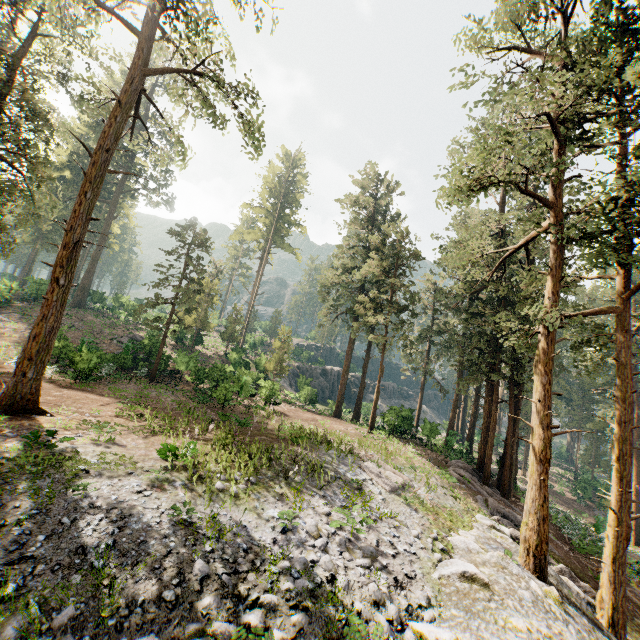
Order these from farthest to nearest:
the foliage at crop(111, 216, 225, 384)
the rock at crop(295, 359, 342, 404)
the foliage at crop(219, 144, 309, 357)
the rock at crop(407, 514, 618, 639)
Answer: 1. the foliage at crop(219, 144, 309, 357)
2. the rock at crop(295, 359, 342, 404)
3. the foliage at crop(111, 216, 225, 384)
4. the rock at crop(407, 514, 618, 639)

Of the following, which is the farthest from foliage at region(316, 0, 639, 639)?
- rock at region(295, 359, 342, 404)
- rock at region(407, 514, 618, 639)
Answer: rock at region(295, 359, 342, 404)

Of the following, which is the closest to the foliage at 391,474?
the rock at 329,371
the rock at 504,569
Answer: the rock at 504,569

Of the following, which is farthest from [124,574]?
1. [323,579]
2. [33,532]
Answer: [323,579]

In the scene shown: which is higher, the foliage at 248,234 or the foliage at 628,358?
the foliage at 248,234

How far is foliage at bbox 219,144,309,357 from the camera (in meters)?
43.16
